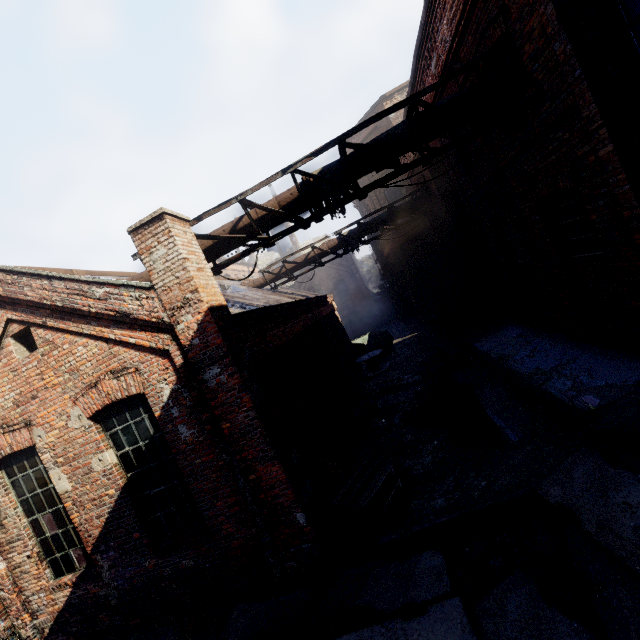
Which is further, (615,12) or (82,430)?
(82,430)

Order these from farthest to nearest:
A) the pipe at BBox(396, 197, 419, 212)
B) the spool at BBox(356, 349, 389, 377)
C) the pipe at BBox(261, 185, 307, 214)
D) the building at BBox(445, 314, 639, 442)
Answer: the spool at BBox(356, 349, 389, 377)
the pipe at BBox(396, 197, 419, 212)
the pipe at BBox(261, 185, 307, 214)
the building at BBox(445, 314, 639, 442)

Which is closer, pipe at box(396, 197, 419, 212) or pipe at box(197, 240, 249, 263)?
pipe at box(197, 240, 249, 263)

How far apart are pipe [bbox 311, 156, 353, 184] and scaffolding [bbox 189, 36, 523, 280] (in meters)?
0.03

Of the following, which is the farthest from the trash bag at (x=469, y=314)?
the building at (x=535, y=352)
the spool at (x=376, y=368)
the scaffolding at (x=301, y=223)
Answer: the scaffolding at (x=301, y=223)

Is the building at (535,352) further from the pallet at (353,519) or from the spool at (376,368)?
the spool at (376,368)

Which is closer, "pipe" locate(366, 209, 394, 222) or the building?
the building
